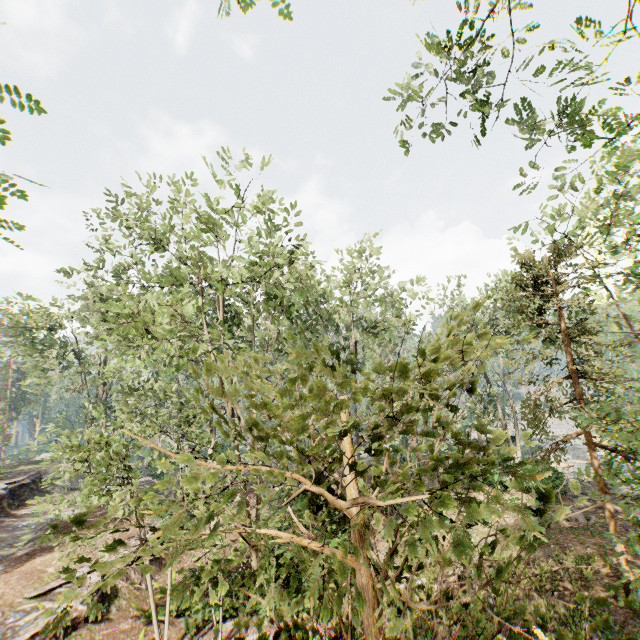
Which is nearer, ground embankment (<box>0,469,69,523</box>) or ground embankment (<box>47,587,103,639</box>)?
ground embankment (<box>47,587,103,639</box>)

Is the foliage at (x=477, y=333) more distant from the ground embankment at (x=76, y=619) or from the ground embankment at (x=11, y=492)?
the ground embankment at (x=11, y=492)

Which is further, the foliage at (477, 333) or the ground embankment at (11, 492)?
the ground embankment at (11, 492)

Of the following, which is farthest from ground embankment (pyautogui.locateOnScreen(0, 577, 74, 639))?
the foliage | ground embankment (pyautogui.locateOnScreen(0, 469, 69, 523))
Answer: ground embankment (pyautogui.locateOnScreen(0, 469, 69, 523))

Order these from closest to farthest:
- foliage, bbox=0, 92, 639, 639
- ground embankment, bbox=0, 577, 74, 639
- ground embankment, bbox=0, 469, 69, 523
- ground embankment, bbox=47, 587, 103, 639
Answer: foliage, bbox=0, 92, 639, 639 < ground embankment, bbox=0, 577, 74, 639 < ground embankment, bbox=47, 587, 103, 639 < ground embankment, bbox=0, 469, 69, 523

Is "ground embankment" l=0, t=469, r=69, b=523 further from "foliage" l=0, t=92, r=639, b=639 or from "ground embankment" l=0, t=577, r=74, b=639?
"ground embankment" l=0, t=577, r=74, b=639

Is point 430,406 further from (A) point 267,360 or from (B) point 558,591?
(B) point 558,591
